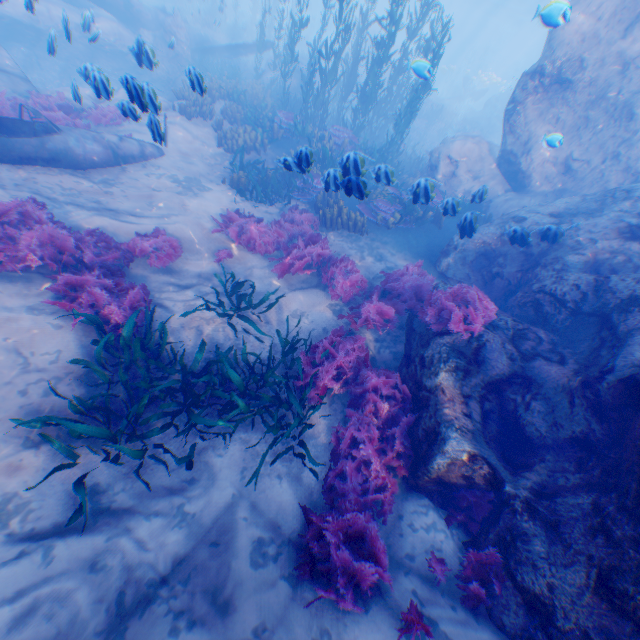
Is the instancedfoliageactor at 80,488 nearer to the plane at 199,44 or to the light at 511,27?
the plane at 199,44

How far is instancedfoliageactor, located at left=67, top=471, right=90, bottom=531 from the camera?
3.8m

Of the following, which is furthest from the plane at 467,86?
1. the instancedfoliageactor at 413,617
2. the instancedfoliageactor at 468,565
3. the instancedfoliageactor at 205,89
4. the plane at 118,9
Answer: the instancedfoliageactor at 413,617

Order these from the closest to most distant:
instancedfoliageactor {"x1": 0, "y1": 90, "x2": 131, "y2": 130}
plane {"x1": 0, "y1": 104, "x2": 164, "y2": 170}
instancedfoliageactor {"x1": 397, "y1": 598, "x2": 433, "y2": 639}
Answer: instancedfoliageactor {"x1": 397, "y1": 598, "x2": 433, "y2": 639}, plane {"x1": 0, "y1": 104, "x2": 164, "y2": 170}, instancedfoliageactor {"x1": 0, "y1": 90, "x2": 131, "y2": 130}

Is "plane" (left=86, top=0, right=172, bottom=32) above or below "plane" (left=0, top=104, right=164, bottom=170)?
above

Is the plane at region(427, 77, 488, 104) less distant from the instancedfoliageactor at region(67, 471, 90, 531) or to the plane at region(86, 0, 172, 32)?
the instancedfoliageactor at region(67, 471, 90, 531)

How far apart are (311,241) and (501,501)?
6.7m

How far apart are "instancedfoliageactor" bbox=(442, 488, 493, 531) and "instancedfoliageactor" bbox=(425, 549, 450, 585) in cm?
31
